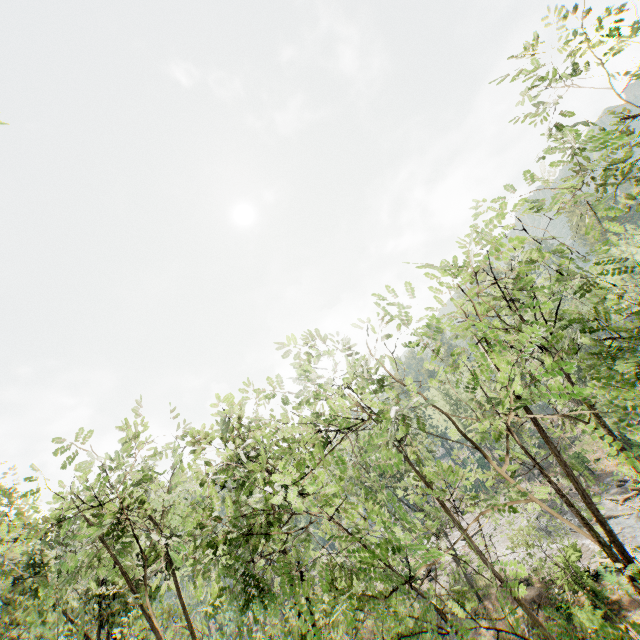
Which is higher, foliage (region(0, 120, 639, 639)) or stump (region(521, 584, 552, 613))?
foliage (region(0, 120, 639, 639))

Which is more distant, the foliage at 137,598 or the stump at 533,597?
the stump at 533,597

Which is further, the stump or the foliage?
the stump

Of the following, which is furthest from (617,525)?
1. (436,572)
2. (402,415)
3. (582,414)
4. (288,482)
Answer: (288,482)

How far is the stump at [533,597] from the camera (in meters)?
23.41

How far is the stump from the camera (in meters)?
23.41
